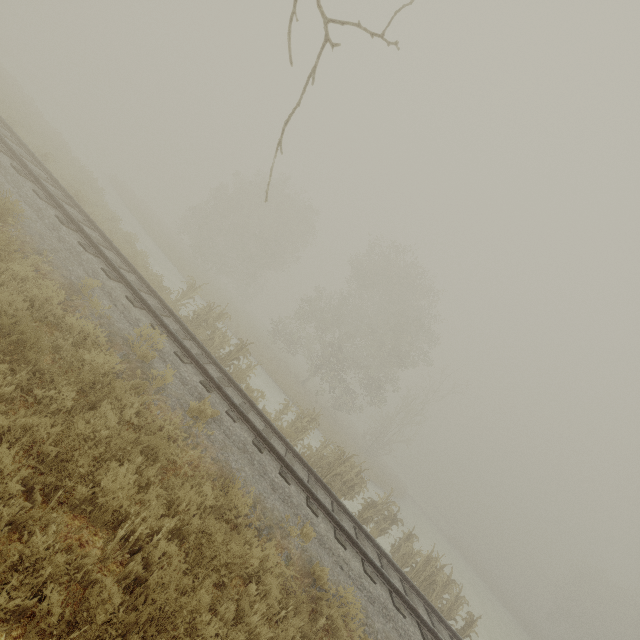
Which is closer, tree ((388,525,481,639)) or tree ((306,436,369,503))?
tree ((388,525,481,639))

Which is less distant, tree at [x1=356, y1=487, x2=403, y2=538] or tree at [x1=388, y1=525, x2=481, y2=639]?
tree at [x1=388, y1=525, x2=481, y2=639]

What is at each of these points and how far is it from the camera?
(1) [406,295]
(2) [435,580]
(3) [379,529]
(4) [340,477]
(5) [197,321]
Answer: (1) tree, 29.05m
(2) tree, 11.47m
(3) tree, 13.84m
(4) tree, 13.12m
(5) tree, 13.34m

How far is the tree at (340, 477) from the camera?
12.2m

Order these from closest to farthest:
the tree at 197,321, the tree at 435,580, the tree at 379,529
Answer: the tree at 435,580
the tree at 379,529
the tree at 197,321

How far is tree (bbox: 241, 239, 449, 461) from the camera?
27.6m
